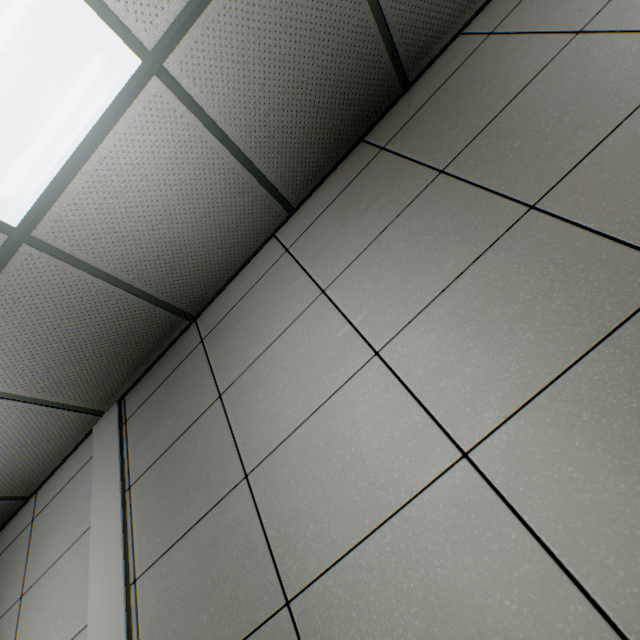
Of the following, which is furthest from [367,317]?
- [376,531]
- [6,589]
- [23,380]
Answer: [6,589]
